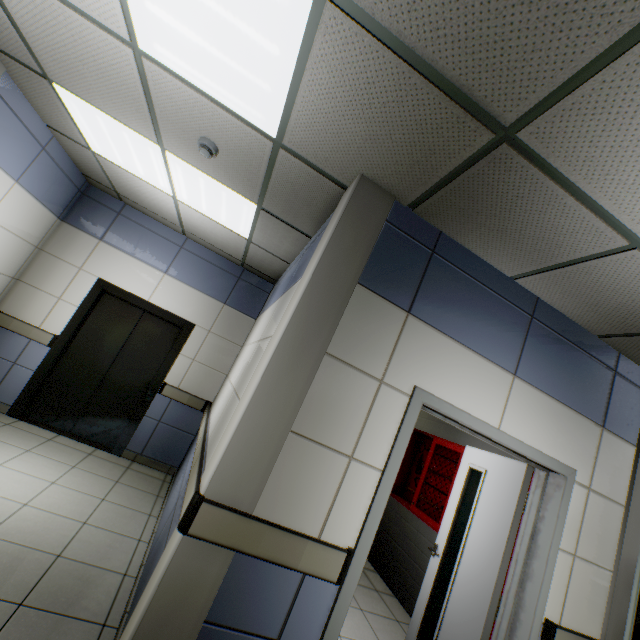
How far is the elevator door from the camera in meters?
4.5

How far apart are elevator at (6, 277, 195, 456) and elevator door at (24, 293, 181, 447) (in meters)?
0.01

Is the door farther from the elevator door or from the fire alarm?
the elevator door

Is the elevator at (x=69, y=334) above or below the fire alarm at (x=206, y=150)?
below

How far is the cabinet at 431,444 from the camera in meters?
4.0

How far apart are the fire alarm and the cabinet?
4.2 meters

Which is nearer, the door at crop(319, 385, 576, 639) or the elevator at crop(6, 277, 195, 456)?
the door at crop(319, 385, 576, 639)

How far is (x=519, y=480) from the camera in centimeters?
264cm
